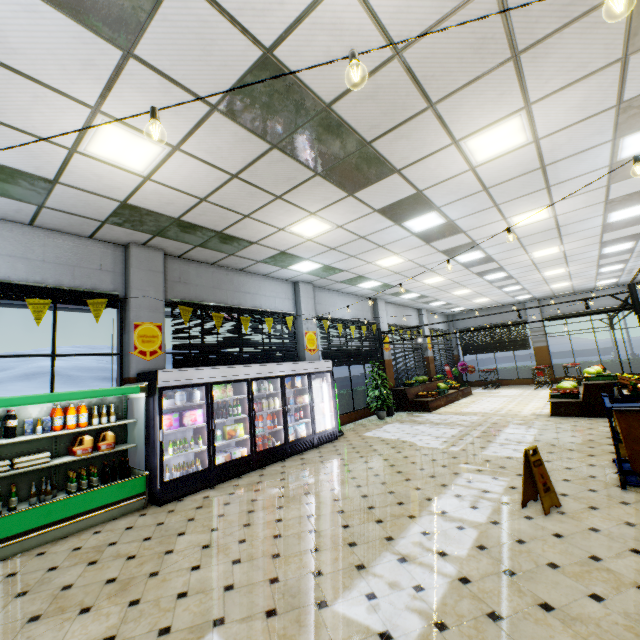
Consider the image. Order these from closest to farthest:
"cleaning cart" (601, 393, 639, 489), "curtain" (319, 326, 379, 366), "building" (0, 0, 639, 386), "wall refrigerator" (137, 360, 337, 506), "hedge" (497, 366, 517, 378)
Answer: "building" (0, 0, 639, 386)
"cleaning cart" (601, 393, 639, 489)
"wall refrigerator" (137, 360, 337, 506)
"curtain" (319, 326, 379, 366)
"hedge" (497, 366, 517, 378)

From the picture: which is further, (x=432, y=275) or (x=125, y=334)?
(x=432, y=275)

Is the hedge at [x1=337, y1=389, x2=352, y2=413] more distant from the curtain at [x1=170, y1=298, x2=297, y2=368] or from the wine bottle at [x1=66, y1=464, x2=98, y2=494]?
the wine bottle at [x1=66, y1=464, x2=98, y2=494]

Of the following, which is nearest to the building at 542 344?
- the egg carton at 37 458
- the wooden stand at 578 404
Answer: the wooden stand at 578 404

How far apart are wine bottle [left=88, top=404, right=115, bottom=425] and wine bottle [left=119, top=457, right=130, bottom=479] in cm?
68

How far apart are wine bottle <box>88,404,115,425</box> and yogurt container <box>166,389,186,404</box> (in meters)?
0.99

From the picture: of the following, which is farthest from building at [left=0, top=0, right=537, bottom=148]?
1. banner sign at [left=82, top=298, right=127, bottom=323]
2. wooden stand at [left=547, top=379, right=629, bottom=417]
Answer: banner sign at [left=82, top=298, right=127, bottom=323]

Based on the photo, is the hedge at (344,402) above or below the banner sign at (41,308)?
below
